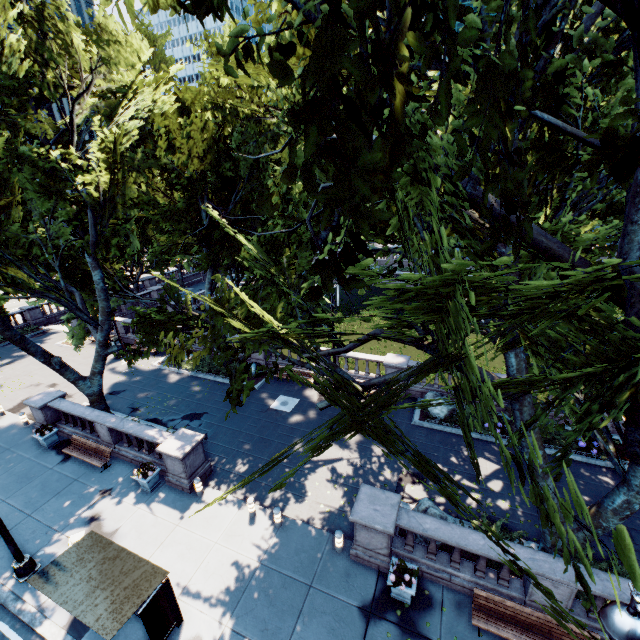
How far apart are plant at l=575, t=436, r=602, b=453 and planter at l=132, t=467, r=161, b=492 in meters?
19.3 m

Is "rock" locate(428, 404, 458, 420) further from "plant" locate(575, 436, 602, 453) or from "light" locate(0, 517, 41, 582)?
"light" locate(0, 517, 41, 582)

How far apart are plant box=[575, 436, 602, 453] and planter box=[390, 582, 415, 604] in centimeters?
1032cm

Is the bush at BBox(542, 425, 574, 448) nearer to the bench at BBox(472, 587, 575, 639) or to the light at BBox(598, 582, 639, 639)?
the bench at BBox(472, 587, 575, 639)

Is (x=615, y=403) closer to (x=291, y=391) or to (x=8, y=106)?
(x=291, y=391)

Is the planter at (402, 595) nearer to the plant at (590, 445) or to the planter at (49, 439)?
the plant at (590, 445)

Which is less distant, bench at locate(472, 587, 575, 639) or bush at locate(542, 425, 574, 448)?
bench at locate(472, 587, 575, 639)

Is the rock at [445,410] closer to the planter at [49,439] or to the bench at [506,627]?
the bench at [506,627]
